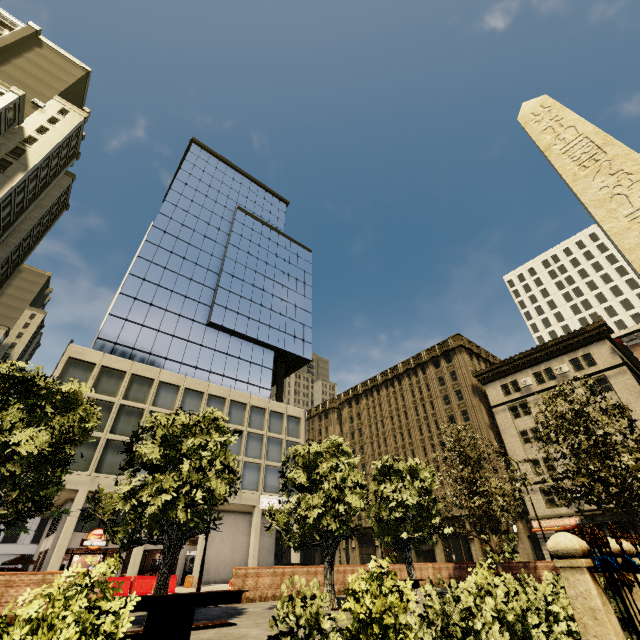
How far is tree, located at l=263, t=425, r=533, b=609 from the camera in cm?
1222

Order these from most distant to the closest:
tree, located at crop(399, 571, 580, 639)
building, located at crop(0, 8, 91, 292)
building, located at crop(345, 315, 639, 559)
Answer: building, located at crop(0, 8, 91, 292) → building, located at crop(345, 315, 639, 559) → tree, located at crop(399, 571, 580, 639)

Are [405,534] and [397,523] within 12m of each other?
yes

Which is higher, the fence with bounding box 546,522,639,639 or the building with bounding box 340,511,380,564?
the building with bounding box 340,511,380,564

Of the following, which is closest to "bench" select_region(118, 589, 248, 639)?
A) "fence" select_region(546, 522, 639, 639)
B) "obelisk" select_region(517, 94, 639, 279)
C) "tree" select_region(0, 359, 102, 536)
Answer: "tree" select_region(0, 359, 102, 536)

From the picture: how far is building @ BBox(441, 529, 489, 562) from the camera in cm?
3653

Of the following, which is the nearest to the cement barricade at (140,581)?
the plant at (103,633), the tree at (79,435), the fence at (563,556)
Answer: the tree at (79,435)

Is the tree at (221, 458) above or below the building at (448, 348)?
below
